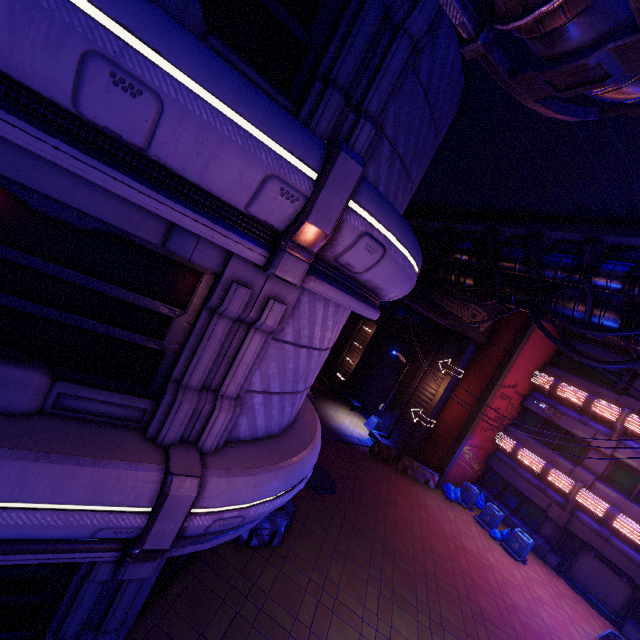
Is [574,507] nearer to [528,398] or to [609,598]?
[609,598]

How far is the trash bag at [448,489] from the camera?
19.1m

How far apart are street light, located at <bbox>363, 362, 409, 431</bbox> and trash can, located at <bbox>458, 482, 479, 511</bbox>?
5.9m

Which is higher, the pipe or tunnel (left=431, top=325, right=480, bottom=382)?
the pipe

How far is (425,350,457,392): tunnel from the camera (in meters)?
20.94

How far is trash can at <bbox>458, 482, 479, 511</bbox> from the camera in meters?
19.3 m

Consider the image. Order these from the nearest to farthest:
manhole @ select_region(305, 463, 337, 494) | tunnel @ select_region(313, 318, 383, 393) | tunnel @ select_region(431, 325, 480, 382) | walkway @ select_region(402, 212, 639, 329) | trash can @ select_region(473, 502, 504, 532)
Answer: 1. walkway @ select_region(402, 212, 639, 329)
2. manhole @ select_region(305, 463, 337, 494)
3. trash can @ select_region(473, 502, 504, 532)
4. tunnel @ select_region(431, 325, 480, 382)
5. tunnel @ select_region(313, 318, 383, 393)

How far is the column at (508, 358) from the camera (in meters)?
18.94
